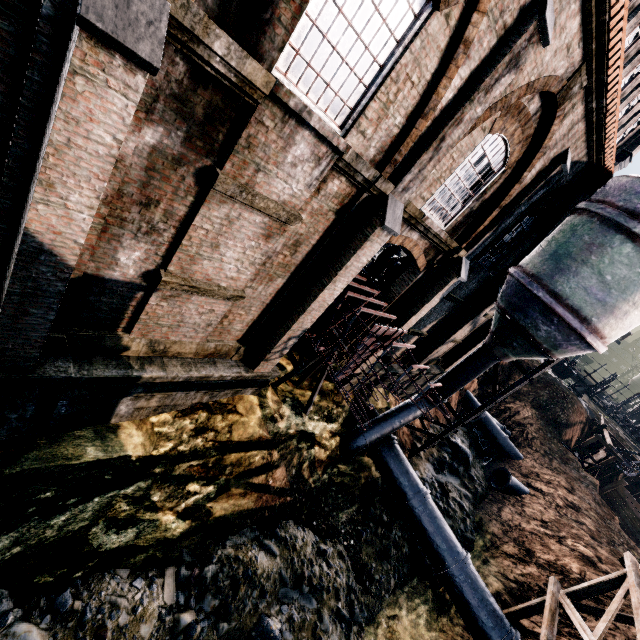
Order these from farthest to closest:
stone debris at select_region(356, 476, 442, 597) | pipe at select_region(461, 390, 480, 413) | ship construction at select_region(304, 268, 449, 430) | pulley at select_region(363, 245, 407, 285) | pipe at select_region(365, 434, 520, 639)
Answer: pipe at select_region(461, 390, 480, 413), pulley at select_region(363, 245, 407, 285), stone debris at select_region(356, 476, 442, 597), pipe at select_region(365, 434, 520, 639), ship construction at select_region(304, 268, 449, 430)

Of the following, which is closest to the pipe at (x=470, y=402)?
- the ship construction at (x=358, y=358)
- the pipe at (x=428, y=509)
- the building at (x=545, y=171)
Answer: the building at (x=545, y=171)

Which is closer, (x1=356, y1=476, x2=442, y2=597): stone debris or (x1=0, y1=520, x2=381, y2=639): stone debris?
(x1=0, y1=520, x2=381, y2=639): stone debris

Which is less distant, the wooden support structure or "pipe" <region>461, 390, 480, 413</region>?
the wooden support structure

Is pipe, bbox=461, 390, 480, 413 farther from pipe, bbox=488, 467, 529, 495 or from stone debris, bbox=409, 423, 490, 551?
pipe, bbox=488, 467, 529, 495

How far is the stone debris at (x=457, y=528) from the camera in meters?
19.7

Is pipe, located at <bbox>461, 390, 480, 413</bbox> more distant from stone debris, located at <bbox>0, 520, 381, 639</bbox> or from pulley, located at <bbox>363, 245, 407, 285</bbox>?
pulley, located at <bbox>363, 245, 407, 285</bbox>

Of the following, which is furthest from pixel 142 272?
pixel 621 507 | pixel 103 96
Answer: pixel 621 507
